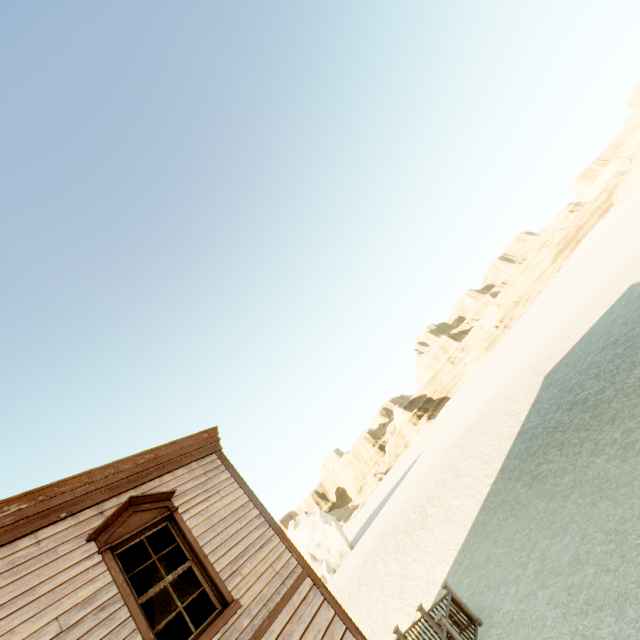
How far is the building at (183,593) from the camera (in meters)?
7.02

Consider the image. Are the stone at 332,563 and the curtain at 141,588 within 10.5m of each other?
no

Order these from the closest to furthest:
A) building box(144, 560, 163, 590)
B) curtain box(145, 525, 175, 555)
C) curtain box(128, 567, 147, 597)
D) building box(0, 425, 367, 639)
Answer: building box(0, 425, 367, 639)
curtain box(128, 567, 147, 597)
curtain box(145, 525, 175, 555)
building box(144, 560, 163, 590)

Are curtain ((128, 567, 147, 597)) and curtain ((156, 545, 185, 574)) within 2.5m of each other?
yes

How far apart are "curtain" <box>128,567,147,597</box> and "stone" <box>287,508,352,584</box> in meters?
38.1

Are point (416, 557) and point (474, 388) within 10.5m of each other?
no

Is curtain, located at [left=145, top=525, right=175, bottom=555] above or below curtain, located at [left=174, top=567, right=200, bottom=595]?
above

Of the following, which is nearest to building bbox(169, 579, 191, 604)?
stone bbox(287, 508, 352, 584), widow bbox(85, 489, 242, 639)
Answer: widow bbox(85, 489, 242, 639)
